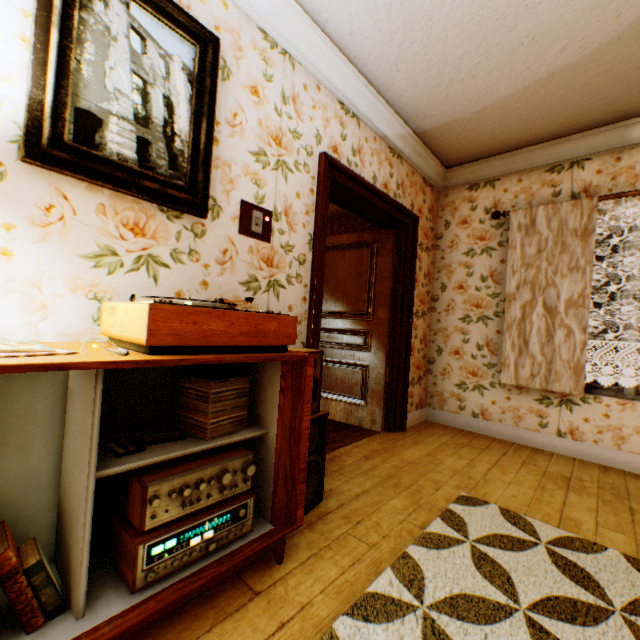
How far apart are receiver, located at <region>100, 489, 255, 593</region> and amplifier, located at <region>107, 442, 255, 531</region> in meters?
0.1

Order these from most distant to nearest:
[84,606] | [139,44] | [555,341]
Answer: [555,341]
[139,44]
[84,606]

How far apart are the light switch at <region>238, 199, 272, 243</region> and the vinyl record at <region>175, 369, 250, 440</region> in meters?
1.0 m

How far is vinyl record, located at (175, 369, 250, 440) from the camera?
1.3 meters

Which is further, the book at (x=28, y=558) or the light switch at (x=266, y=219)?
the light switch at (x=266, y=219)

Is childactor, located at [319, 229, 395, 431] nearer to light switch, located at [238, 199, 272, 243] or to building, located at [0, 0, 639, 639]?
building, located at [0, 0, 639, 639]

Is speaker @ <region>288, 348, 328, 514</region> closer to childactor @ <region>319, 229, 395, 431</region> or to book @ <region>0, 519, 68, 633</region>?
book @ <region>0, 519, 68, 633</region>

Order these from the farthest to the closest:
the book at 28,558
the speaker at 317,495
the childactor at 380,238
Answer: the childactor at 380,238 → the speaker at 317,495 → the book at 28,558
